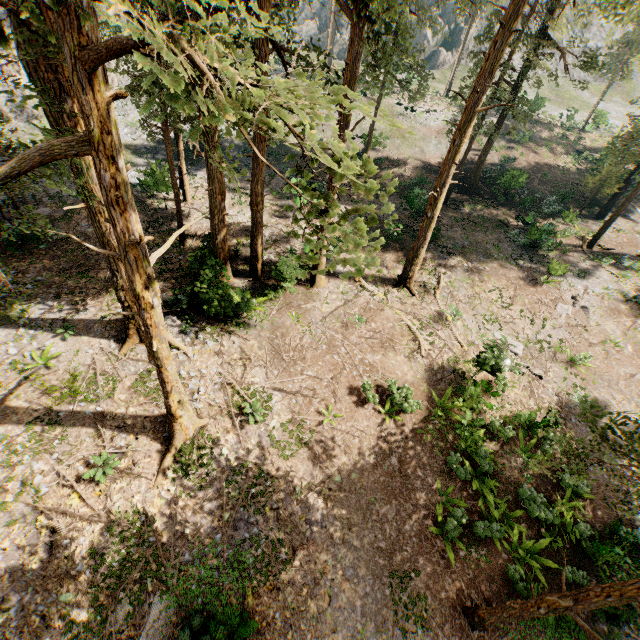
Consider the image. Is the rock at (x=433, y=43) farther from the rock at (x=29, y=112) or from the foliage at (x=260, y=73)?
the rock at (x=29, y=112)

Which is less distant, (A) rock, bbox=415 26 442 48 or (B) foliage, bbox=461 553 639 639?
(B) foliage, bbox=461 553 639 639

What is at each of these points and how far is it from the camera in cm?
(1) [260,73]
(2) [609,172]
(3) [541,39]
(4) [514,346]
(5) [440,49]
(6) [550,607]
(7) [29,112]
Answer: (1) foliage, 517
(2) foliage, 2953
(3) foliage, 2366
(4) foliage, 1590
(5) rock, 5881
(6) foliage, 833
(7) rock, 2942

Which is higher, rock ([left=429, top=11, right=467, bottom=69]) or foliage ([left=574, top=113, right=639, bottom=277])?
rock ([left=429, top=11, right=467, bottom=69])

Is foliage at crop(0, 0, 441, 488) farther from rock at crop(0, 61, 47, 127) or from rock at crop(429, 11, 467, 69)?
rock at crop(429, 11, 467, 69)

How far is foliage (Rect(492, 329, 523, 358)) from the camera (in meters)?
16.19

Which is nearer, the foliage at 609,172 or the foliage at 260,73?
the foliage at 260,73
